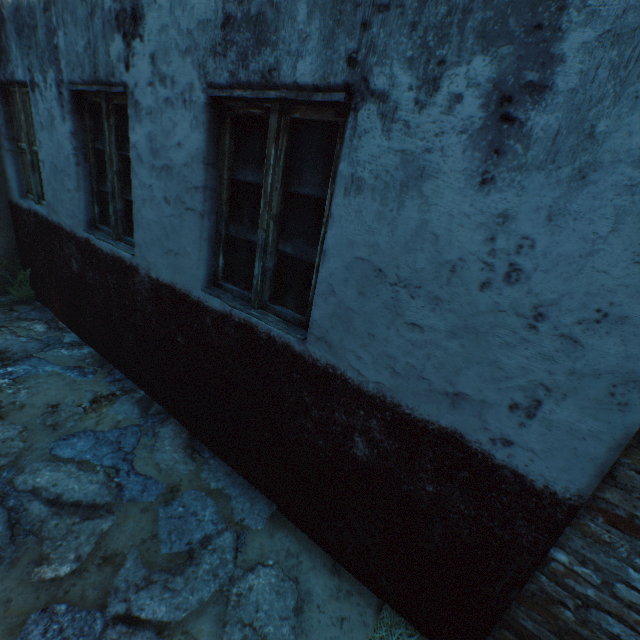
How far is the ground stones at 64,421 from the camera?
2.86m

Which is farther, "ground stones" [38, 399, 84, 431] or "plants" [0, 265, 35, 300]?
"plants" [0, 265, 35, 300]

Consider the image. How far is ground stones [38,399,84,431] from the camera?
2.86m

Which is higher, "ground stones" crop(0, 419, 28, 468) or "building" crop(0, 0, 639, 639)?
"building" crop(0, 0, 639, 639)

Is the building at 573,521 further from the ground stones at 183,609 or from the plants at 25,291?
the plants at 25,291

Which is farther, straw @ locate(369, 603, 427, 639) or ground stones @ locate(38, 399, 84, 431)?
ground stones @ locate(38, 399, 84, 431)

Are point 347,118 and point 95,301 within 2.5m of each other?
no
